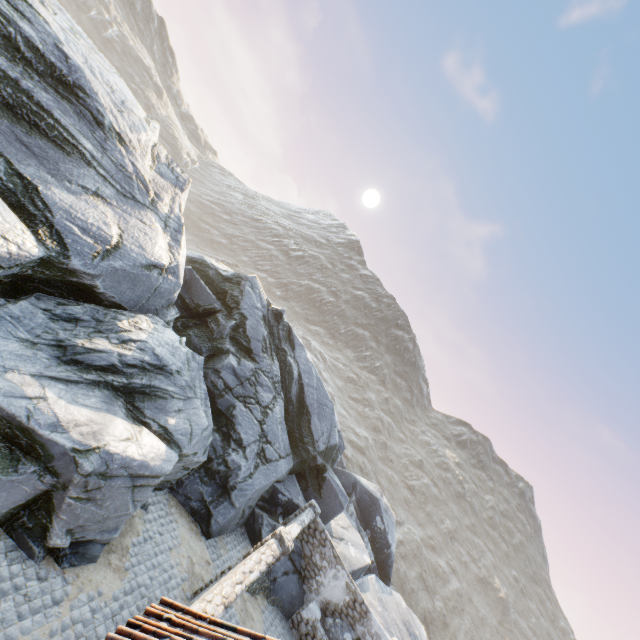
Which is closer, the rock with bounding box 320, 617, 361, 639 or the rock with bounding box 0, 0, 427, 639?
the rock with bounding box 0, 0, 427, 639

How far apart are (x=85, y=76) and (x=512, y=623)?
83.54m

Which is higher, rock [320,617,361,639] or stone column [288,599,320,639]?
rock [320,617,361,639]

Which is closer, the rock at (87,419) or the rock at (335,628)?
the rock at (87,419)

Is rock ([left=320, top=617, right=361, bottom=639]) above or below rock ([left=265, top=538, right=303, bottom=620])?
above

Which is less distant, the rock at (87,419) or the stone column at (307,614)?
the rock at (87,419)

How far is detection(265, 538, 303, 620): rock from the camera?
13.7 meters
